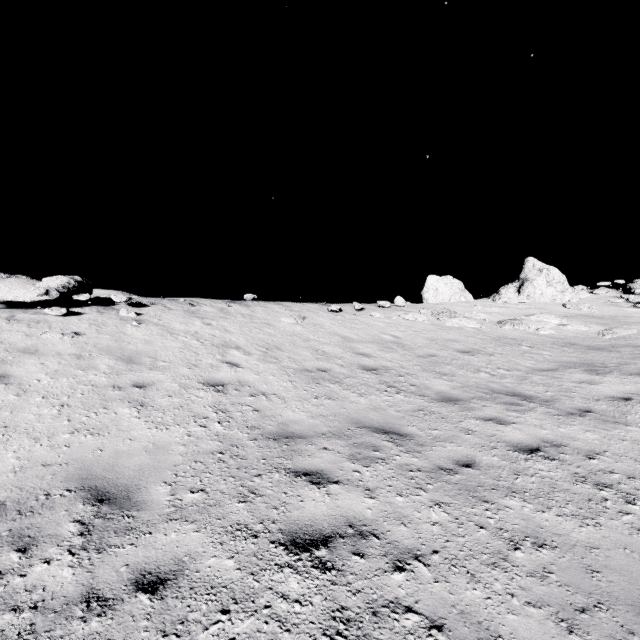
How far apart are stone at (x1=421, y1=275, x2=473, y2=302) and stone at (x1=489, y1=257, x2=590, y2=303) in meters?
2.7 m

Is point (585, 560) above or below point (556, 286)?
below

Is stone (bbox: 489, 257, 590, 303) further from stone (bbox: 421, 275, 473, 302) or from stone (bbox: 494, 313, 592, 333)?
stone (bbox: 494, 313, 592, 333)

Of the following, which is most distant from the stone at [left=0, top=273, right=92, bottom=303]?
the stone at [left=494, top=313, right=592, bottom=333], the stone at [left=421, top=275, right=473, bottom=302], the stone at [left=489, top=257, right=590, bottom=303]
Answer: the stone at [left=421, top=275, right=473, bottom=302]

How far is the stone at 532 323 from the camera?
13.6m

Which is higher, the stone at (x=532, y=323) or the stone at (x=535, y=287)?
the stone at (x=535, y=287)

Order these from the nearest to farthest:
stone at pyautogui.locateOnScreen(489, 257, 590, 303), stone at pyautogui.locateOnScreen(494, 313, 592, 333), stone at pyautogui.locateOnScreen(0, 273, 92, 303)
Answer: stone at pyautogui.locateOnScreen(0, 273, 92, 303) → stone at pyautogui.locateOnScreen(494, 313, 592, 333) → stone at pyautogui.locateOnScreen(489, 257, 590, 303)
